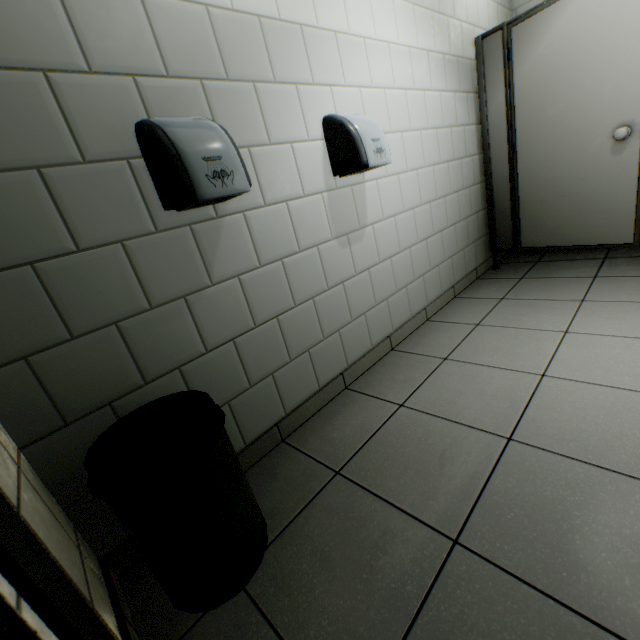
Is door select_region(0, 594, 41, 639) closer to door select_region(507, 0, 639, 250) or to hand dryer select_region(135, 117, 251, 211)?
hand dryer select_region(135, 117, 251, 211)

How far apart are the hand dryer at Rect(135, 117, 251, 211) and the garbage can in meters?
0.6

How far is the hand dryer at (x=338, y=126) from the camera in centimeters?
159cm

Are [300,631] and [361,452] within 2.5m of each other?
yes

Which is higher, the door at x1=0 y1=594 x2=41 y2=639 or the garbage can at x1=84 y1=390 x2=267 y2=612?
the door at x1=0 y1=594 x2=41 y2=639

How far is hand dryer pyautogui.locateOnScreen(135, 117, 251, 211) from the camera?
1.0 meters

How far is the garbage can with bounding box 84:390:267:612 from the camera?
0.8m

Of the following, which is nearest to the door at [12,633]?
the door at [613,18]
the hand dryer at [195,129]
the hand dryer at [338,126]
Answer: the hand dryer at [195,129]
